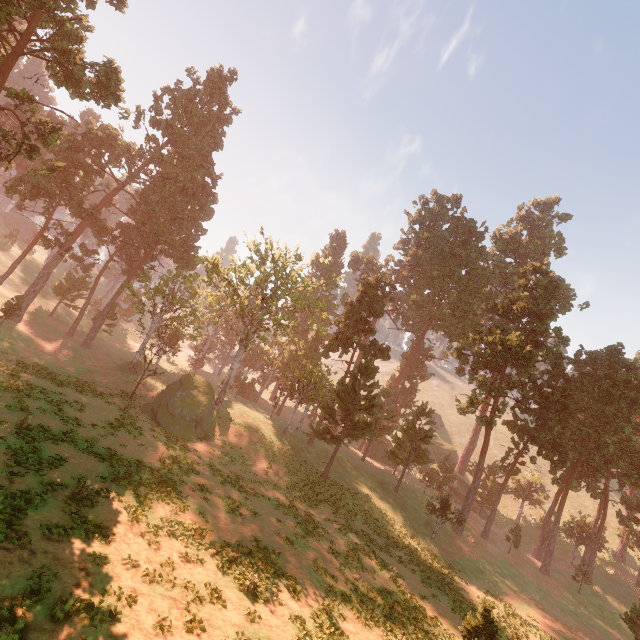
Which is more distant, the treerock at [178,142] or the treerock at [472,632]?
the treerock at [178,142]

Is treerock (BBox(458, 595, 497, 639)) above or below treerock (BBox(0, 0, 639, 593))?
below

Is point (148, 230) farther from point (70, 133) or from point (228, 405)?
point (228, 405)

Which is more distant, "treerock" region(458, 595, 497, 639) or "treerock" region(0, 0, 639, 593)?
"treerock" region(0, 0, 639, 593)

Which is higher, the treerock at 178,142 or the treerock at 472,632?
the treerock at 178,142
